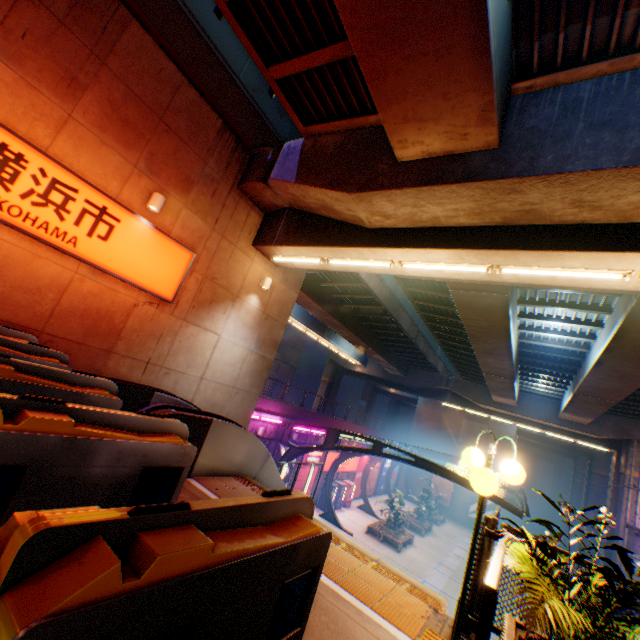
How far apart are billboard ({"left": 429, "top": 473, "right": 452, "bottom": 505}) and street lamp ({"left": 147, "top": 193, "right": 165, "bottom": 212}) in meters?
43.7

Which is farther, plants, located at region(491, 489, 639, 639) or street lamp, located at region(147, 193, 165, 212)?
street lamp, located at region(147, 193, 165, 212)

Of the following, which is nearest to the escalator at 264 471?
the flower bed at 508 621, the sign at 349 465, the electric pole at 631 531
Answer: the flower bed at 508 621

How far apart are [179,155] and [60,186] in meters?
3.2

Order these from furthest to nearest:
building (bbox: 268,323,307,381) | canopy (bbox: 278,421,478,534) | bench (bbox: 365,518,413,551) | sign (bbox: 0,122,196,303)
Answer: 1. building (bbox: 268,323,307,381)
2. bench (bbox: 365,518,413,551)
3. canopy (bbox: 278,421,478,534)
4. sign (bbox: 0,122,196,303)

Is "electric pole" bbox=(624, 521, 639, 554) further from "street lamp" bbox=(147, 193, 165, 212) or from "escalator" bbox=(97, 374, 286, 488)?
"street lamp" bbox=(147, 193, 165, 212)

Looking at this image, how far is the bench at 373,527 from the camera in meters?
23.2

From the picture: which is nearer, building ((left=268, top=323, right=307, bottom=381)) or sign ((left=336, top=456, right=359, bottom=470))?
sign ((left=336, top=456, right=359, bottom=470))
